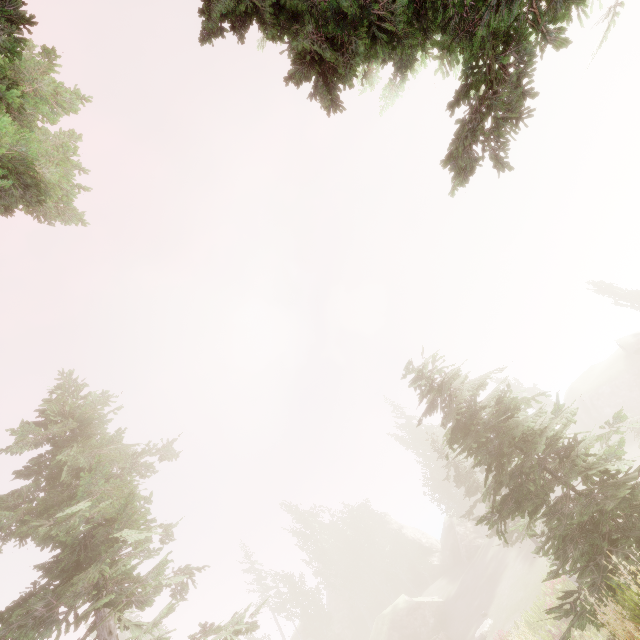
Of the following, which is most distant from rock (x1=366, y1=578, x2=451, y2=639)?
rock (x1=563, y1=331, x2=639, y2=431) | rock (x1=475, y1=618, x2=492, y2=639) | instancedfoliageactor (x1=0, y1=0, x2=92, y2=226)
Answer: rock (x1=475, y1=618, x2=492, y2=639)

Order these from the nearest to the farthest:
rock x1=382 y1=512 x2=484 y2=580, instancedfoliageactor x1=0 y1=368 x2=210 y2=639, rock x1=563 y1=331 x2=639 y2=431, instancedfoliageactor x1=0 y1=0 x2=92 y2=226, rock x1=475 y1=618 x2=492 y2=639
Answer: instancedfoliageactor x1=0 y1=0 x2=92 y2=226, instancedfoliageactor x1=0 y1=368 x2=210 y2=639, rock x1=475 y1=618 x2=492 y2=639, rock x1=563 y1=331 x2=639 y2=431, rock x1=382 y1=512 x2=484 y2=580

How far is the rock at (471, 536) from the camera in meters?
42.9

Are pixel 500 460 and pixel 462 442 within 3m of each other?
yes

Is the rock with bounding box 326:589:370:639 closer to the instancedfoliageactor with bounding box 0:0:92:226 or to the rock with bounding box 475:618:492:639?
the instancedfoliageactor with bounding box 0:0:92:226

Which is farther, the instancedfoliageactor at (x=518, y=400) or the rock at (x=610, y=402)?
the rock at (x=610, y=402)

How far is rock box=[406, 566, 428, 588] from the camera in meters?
49.8 m

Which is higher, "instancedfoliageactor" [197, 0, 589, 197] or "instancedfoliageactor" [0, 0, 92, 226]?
"instancedfoliageactor" [0, 0, 92, 226]
